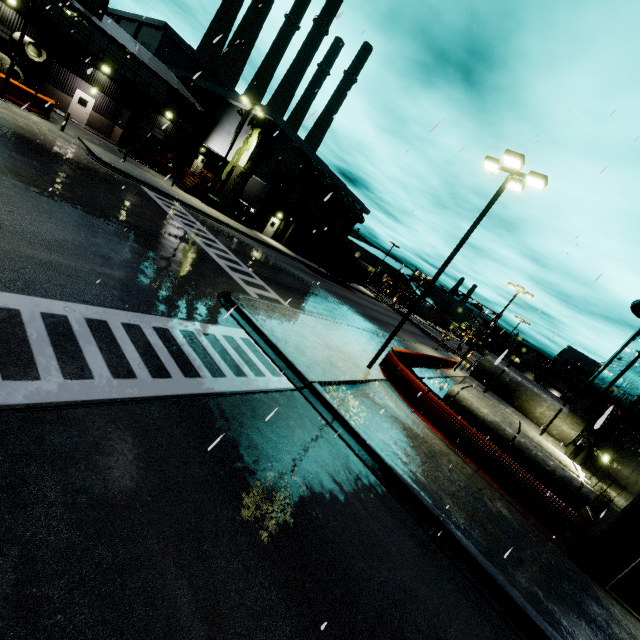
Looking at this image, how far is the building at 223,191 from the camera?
30.8 meters

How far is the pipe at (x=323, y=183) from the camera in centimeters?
3653cm

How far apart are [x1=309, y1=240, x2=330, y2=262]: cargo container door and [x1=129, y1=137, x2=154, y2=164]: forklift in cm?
1818

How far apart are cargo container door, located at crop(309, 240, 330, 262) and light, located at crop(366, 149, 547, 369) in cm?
2372

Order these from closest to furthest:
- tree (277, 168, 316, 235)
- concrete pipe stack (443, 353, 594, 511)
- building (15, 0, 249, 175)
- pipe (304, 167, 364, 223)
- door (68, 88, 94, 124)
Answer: concrete pipe stack (443, 353, 594, 511) < building (15, 0, 249, 175) < door (68, 88, 94, 124) < pipe (304, 167, 364, 223) < tree (277, 168, 316, 235)

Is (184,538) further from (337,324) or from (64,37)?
(64,37)

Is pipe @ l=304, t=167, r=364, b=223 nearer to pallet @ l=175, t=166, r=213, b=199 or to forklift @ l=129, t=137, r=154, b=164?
pallet @ l=175, t=166, r=213, b=199

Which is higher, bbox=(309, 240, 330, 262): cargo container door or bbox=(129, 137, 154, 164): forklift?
bbox=(309, 240, 330, 262): cargo container door
